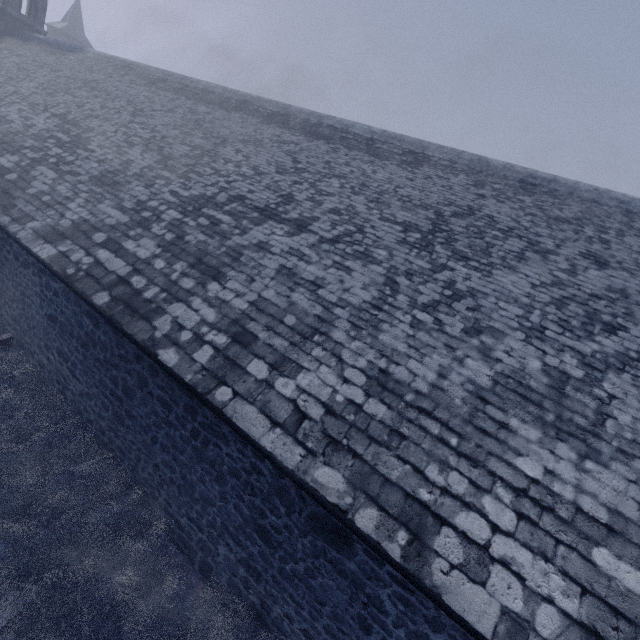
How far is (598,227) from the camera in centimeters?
686cm
